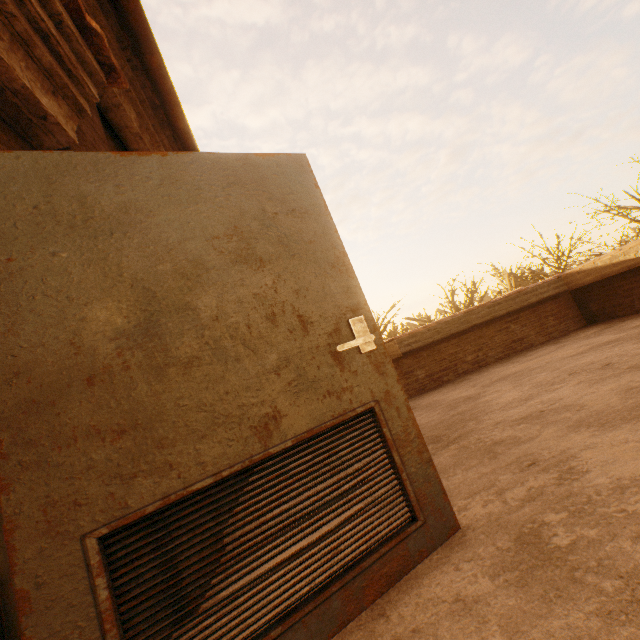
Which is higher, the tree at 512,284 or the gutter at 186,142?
the gutter at 186,142

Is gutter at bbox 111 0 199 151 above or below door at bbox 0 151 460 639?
above

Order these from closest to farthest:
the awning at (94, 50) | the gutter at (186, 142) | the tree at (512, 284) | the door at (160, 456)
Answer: the door at (160, 456) < the awning at (94, 50) < the gutter at (186, 142) < the tree at (512, 284)

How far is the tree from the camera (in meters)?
16.80

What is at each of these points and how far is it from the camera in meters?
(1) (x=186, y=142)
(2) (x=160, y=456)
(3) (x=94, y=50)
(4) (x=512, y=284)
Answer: (1) gutter, 4.2
(2) door, 1.1
(3) awning, 2.0
(4) tree, 22.0

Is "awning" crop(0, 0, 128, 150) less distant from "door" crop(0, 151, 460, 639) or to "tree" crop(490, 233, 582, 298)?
"door" crop(0, 151, 460, 639)
